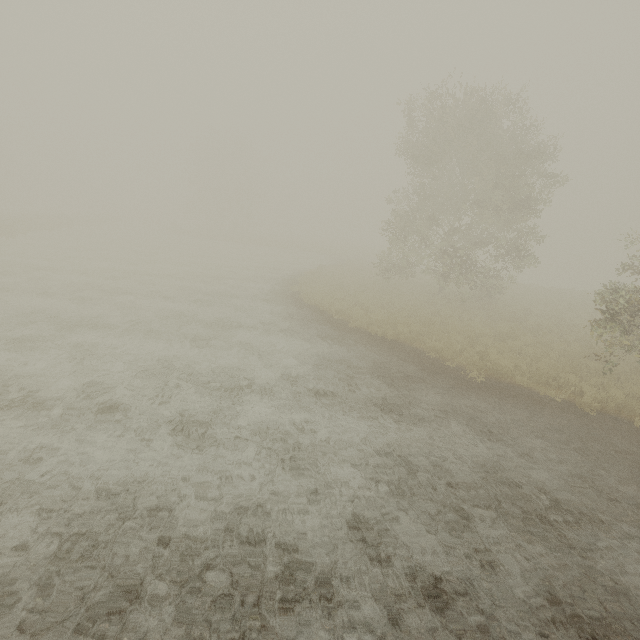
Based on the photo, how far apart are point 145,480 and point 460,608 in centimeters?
515cm
